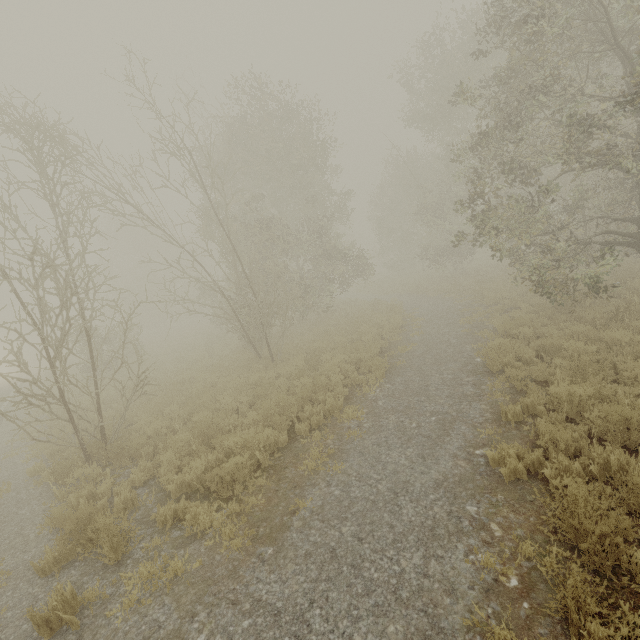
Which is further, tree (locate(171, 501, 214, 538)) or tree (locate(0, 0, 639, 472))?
tree (locate(0, 0, 639, 472))

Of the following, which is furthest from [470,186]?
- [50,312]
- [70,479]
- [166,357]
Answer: [70,479]

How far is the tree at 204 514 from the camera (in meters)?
5.33

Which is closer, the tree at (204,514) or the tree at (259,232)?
the tree at (204,514)

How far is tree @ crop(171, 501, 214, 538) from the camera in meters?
5.3

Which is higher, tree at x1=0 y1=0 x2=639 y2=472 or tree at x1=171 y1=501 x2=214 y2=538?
tree at x1=0 y1=0 x2=639 y2=472
